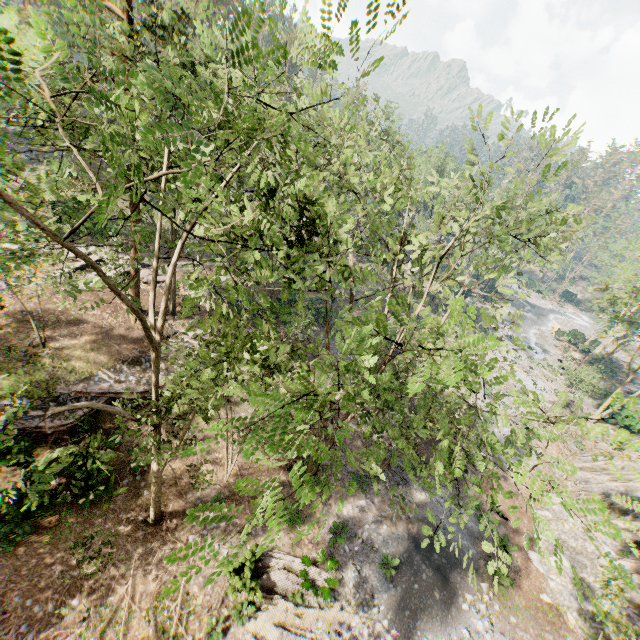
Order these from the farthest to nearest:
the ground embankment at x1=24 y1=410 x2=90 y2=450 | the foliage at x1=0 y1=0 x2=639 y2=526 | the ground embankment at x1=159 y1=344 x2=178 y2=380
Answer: the ground embankment at x1=159 y1=344 x2=178 y2=380 < the ground embankment at x1=24 y1=410 x2=90 y2=450 < the foliage at x1=0 y1=0 x2=639 y2=526

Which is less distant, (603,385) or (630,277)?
(630,277)

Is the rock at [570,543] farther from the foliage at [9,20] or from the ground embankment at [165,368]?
the ground embankment at [165,368]

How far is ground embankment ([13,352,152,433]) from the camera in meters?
16.9 m

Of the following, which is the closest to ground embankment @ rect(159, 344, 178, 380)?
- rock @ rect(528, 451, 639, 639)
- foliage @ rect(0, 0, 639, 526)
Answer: foliage @ rect(0, 0, 639, 526)

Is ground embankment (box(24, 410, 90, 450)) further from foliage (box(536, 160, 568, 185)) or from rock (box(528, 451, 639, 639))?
rock (box(528, 451, 639, 639))

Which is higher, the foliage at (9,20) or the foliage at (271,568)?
the foliage at (9,20)
